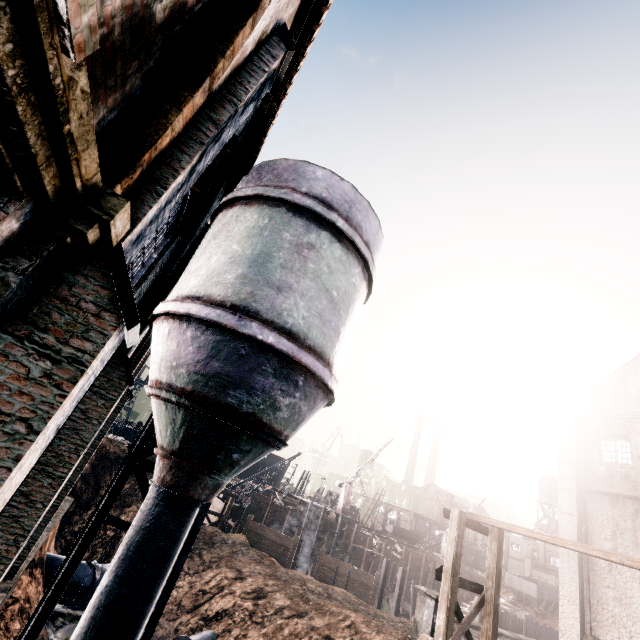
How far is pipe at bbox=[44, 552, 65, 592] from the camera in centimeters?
1716cm

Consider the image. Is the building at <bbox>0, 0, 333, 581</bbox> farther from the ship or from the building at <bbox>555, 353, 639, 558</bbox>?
the ship

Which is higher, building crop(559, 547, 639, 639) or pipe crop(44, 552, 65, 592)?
building crop(559, 547, 639, 639)

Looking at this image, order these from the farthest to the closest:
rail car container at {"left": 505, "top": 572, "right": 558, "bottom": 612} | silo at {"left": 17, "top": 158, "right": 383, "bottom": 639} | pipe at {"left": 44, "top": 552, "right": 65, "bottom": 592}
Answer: rail car container at {"left": 505, "top": 572, "right": 558, "bottom": 612}, pipe at {"left": 44, "top": 552, "right": 65, "bottom": 592}, silo at {"left": 17, "top": 158, "right": 383, "bottom": 639}

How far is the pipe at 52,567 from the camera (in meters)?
17.16

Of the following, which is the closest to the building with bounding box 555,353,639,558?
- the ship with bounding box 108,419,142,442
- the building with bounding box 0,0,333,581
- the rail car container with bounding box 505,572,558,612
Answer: the building with bounding box 0,0,333,581

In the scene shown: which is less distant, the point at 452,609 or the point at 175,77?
the point at 175,77

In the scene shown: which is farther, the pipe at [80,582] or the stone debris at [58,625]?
the pipe at [80,582]
